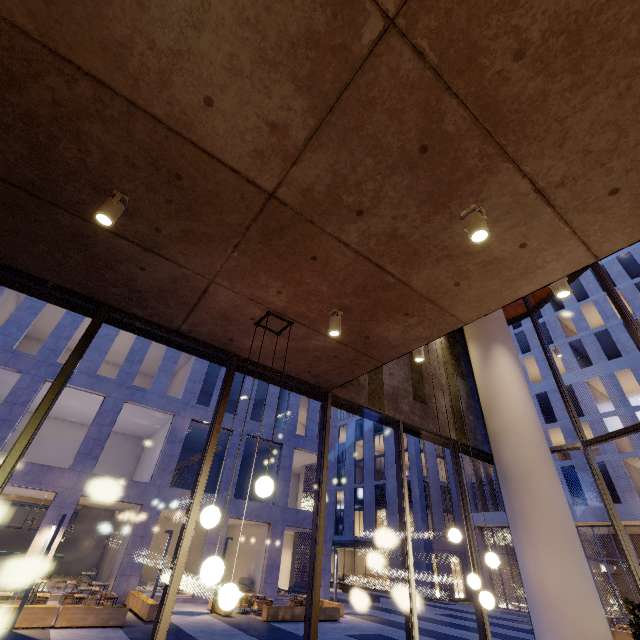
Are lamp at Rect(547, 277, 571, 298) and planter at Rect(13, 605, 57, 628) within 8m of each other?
no

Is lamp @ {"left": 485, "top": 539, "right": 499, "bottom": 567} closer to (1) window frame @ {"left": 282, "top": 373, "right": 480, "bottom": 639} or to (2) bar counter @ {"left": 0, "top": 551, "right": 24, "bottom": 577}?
(1) window frame @ {"left": 282, "top": 373, "right": 480, "bottom": 639}

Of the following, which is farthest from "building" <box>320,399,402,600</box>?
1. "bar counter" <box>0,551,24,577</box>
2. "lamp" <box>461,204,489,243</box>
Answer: "lamp" <box>461,204,489,243</box>

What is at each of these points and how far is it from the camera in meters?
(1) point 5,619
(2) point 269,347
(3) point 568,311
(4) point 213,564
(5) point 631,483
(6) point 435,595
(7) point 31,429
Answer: (1) planter, 9.4
(2) building, 5.1
(3) building, 30.0
(4) lamp, 2.7
(5) building, 22.1
(6) building, 31.1
(7) window frame, 3.5

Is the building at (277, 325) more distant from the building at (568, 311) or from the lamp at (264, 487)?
the building at (568, 311)

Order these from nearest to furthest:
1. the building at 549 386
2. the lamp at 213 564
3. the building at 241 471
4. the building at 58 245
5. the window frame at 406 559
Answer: the building at 58 245 < the lamp at 213 564 < the window frame at 406 559 < the building at 241 471 < the building at 549 386

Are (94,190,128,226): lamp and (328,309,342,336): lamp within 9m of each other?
yes

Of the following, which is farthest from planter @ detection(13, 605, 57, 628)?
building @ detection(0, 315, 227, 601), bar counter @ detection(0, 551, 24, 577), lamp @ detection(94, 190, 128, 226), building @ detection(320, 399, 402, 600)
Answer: building @ detection(320, 399, 402, 600)
